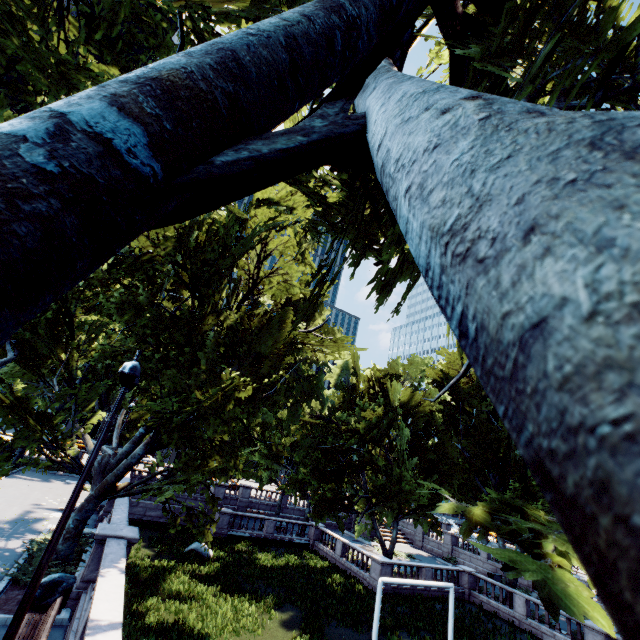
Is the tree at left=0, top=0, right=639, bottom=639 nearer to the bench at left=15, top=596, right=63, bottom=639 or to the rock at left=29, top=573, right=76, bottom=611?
the rock at left=29, top=573, right=76, bottom=611

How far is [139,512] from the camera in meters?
28.2 m

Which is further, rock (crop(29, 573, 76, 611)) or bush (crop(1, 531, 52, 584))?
bush (crop(1, 531, 52, 584))

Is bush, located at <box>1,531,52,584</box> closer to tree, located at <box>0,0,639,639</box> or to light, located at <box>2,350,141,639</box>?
tree, located at <box>0,0,639,639</box>

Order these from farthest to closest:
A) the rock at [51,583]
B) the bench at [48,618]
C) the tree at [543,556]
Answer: the rock at [51,583]
the bench at [48,618]
the tree at [543,556]

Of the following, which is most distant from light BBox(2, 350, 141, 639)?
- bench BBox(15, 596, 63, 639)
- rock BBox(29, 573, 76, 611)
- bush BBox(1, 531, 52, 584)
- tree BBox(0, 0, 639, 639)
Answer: bush BBox(1, 531, 52, 584)

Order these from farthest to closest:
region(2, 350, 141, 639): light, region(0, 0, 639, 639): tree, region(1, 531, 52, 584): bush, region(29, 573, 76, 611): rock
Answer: region(1, 531, 52, 584): bush
region(29, 573, 76, 611): rock
region(2, 350, 141, 639): light
region(0, 0, 639, 639): tree

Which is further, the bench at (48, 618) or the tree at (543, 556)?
the bench at (48, 618)
